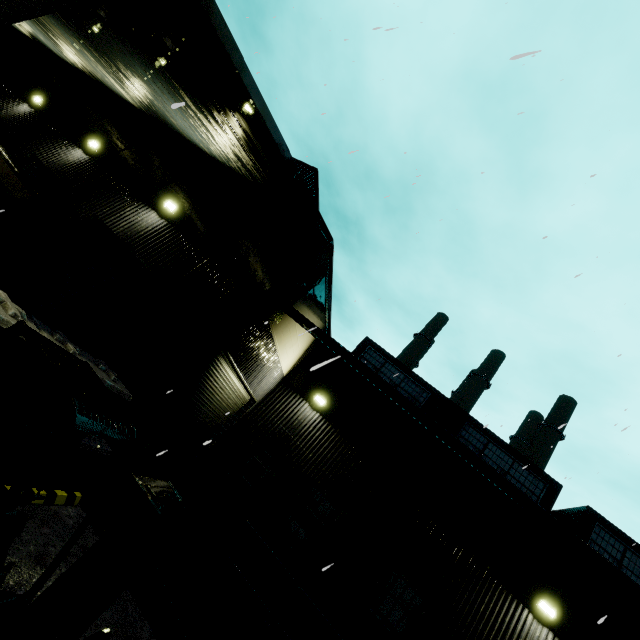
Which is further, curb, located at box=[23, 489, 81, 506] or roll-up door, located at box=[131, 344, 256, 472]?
roll-up door, located at box=[131, 344, 256, 472]

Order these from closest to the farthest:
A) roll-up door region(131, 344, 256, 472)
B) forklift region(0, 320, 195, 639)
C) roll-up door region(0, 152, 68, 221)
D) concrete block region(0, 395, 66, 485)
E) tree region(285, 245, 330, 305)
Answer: forklift region(0, 320, 195, 639)
concrete block region(0, 395, 66, 485)
roll-up door region(131, 344, 256, 472)
tree region(285, 245, 330, 305)
roll-up door region(0, 152, 68, 221)

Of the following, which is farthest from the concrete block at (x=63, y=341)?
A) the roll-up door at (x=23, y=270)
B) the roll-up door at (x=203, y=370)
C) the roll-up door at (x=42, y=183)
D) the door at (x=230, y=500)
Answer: the roll-up door at (x=42, y=183)

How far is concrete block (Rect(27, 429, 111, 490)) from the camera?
5.0m

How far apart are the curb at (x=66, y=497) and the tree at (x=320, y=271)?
5.95m

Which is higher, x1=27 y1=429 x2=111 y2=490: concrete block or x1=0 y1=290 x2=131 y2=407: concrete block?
x1=0 y1=290 x2=131 y2=407: concrete block

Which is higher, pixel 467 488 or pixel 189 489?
pixel 467 488
